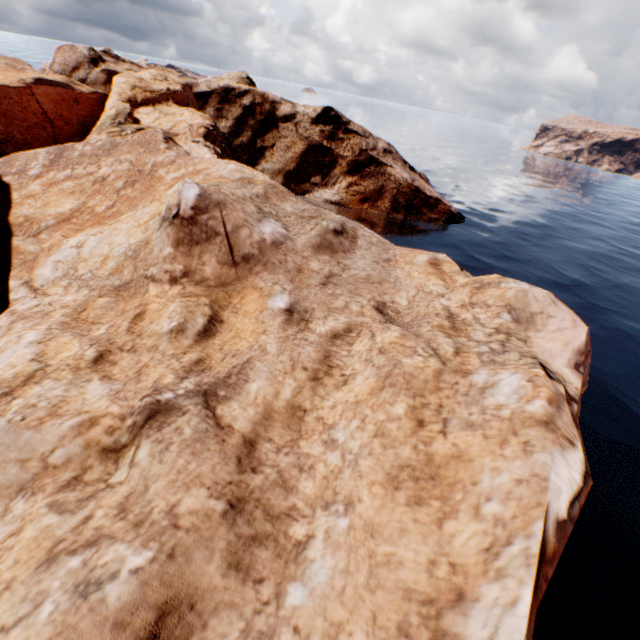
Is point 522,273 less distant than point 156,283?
No
